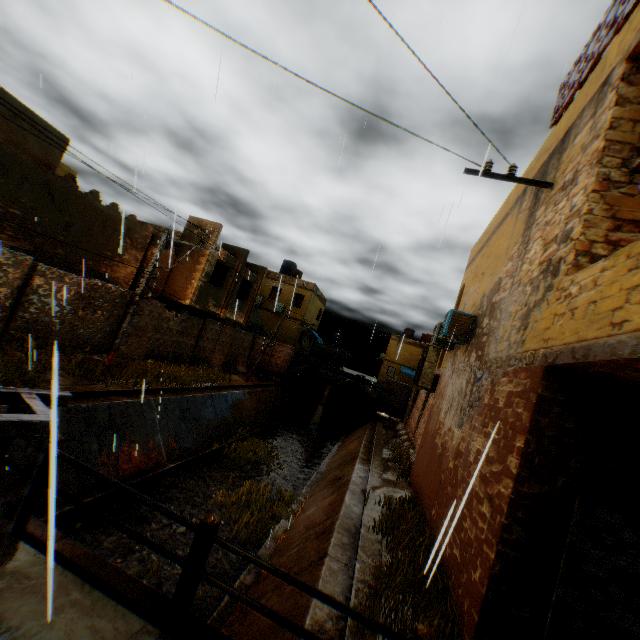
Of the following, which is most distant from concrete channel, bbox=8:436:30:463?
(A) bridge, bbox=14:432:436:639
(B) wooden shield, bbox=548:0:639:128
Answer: (B) wooden shield, bbox=548:0:639:128

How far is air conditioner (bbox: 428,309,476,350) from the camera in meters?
9.0 m

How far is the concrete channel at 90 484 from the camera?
8.4m

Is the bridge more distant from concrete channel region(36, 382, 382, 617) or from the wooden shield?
the wooden shield

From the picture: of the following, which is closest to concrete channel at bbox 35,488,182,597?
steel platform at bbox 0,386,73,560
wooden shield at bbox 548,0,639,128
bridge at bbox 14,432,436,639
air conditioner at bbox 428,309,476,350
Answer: bridge at bbox 14,432,436,639

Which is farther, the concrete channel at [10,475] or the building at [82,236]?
the building at [82,236]

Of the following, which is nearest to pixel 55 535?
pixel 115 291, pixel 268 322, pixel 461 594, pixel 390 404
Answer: pixel 461 594

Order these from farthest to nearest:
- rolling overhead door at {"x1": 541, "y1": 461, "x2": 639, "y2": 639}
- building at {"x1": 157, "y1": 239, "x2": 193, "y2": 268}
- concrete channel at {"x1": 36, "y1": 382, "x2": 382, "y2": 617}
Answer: building at {"x1": 157, "y1": 239, "x2": 193, "y2": 268} < concrete channel at {"x1": 36, "y1": 382, "x2": 382, "y2": 617} < rolling overhead door at {"x1": 541, "y1": 461, "x2": 639, "y2": 639}
